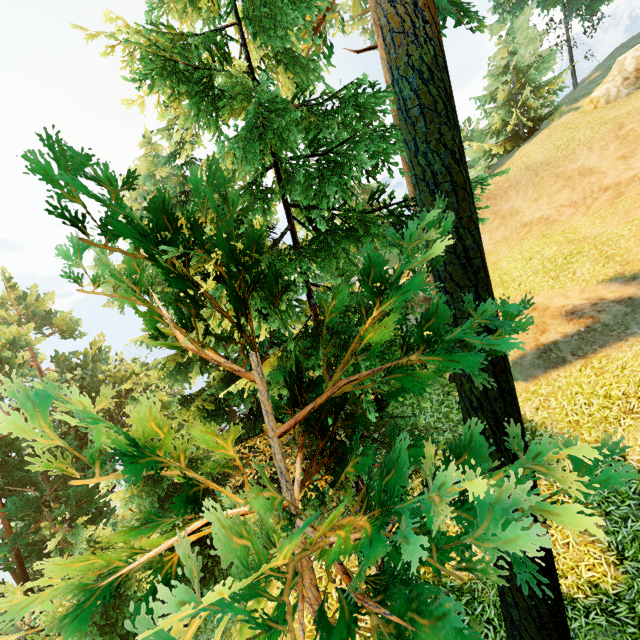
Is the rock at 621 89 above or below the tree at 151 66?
above

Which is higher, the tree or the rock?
the rock

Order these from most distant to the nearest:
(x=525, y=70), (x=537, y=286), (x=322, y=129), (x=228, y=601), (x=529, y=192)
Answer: (x=525, y=70), (x=529, y=192), (x=537, y=286), (x=322, y=129), (x=228, y=601)

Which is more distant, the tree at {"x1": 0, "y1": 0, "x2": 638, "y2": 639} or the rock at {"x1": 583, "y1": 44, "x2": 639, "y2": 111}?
the rock at {"x1": 583, "y1": 44, "x2": 639, "y2": 111}

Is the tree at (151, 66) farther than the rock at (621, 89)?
No
